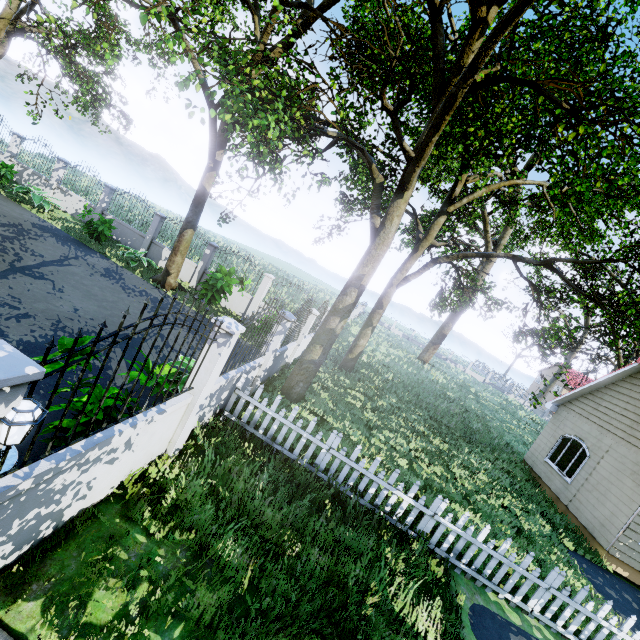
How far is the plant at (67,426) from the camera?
4.0m

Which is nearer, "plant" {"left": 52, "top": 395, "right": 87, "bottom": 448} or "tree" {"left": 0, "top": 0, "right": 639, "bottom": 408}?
"plant" {"left": 52, "top": 395, "right": 87, "bottom": 448}

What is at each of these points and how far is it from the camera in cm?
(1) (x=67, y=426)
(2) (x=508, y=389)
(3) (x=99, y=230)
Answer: (1) plant, 398
(2) fence, 4881
(3) plant, 1371

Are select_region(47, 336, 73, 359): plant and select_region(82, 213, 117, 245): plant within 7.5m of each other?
no

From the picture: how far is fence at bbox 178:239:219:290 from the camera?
15.8m

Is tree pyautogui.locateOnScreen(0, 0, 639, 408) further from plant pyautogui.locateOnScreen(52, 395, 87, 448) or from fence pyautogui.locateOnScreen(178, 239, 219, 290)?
plant pyautogui.locateOnScreen(52, 395, 87, 448)

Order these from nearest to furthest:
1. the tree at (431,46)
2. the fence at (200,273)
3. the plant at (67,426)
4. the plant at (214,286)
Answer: the plant at (67,426), the tree at (431,46), the plant at (214,286), the fence at (200,273)

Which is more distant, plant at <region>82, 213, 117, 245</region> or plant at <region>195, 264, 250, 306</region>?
plant at <region>82, 213, 117, 245</region>
